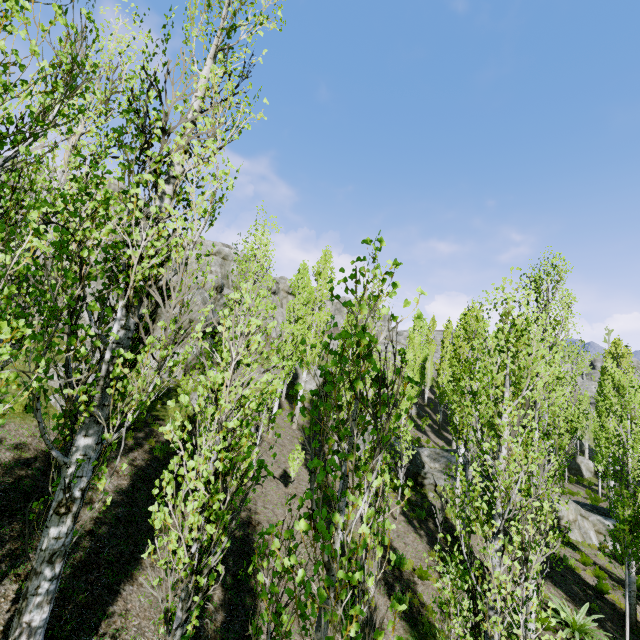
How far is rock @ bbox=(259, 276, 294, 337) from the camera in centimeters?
4138cm

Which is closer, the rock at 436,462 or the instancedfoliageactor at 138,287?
the instancedfoliageactor at 138,287

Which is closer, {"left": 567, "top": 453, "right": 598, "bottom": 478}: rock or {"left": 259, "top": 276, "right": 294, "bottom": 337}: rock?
{"left": 567, "top": 453, "right": 598, "bottom": 478}: rock

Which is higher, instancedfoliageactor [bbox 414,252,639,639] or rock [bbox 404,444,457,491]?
instancedfoliageactor [bbox 414,252,639,639]

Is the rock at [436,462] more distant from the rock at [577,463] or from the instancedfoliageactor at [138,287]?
the rock at [577,463]

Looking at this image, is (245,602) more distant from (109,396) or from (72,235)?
(72,235)

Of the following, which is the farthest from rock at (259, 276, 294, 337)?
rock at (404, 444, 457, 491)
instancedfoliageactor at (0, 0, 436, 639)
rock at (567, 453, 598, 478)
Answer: rock at (567, 453, 598, 478)

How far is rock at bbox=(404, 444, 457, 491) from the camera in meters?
18.3
